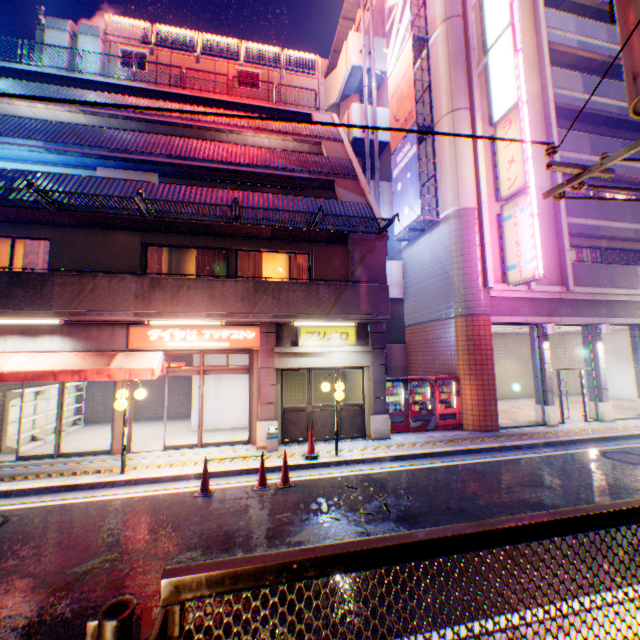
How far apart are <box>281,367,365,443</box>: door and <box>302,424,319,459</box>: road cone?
1.36m

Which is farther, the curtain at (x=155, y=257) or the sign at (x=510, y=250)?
the sign at (x=510, y=250)

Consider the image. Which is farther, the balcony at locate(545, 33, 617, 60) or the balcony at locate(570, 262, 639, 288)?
the balcony at locate(545, 33, 617, 60)

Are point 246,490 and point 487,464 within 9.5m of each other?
yes

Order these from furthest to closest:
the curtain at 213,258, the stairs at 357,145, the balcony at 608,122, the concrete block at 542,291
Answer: the stairs at 357,145, the balcony at 608,122, the concrete block at 542,291, the curtain at 213,258

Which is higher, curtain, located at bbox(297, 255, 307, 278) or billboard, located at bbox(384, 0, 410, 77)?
billboard, located at bbox(384, 0, 410, 77)

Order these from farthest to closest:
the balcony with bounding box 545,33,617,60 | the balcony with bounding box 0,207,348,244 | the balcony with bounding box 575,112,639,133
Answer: the balcony with bounding box 575,112,639,133
the balcony with bounding box 545,33,617,60
the balcony with bounding box 0,207,348,244

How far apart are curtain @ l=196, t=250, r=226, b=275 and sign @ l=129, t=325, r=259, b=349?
1.35m
